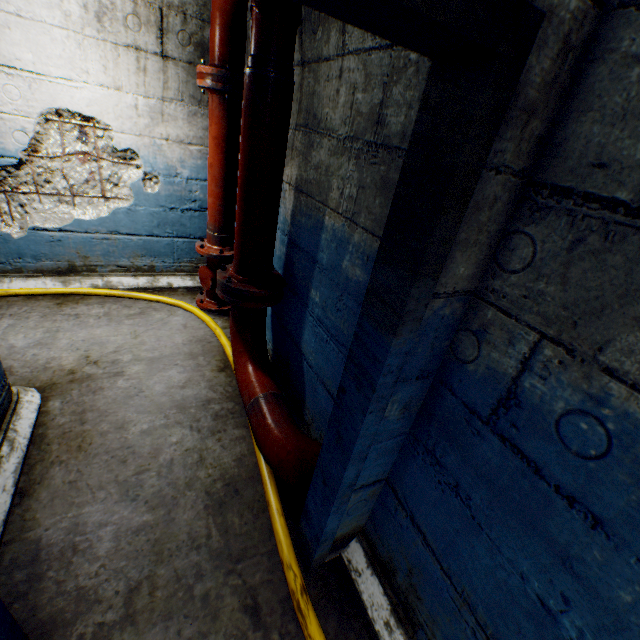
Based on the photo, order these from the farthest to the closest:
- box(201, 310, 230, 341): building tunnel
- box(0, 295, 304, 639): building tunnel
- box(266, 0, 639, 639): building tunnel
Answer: box(201, 310, 230, 341): building tunnel → box(0, 295, 304, 639): building tunnel → box(266, 0, 639, 639): building tunnel

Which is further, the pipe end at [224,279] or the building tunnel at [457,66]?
the pipe end at [224,279]

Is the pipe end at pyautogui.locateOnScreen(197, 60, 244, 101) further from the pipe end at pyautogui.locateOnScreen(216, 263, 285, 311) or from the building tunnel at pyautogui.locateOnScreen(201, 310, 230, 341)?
the pipe end at pyautogui.locateOnScreen(216, 263, 285, 311)

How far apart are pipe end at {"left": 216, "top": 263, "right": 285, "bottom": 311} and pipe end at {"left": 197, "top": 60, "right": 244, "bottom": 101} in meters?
1.3 m

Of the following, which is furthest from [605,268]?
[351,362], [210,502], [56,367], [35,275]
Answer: [35,275]

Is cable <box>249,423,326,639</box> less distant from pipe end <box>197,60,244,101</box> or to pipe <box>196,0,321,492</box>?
pipe <box>196,0,321,492</box>

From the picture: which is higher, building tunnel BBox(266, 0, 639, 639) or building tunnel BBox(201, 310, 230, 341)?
building tunnel BBox(266, 0, 639, 639)

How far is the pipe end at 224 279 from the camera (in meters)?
2.16
